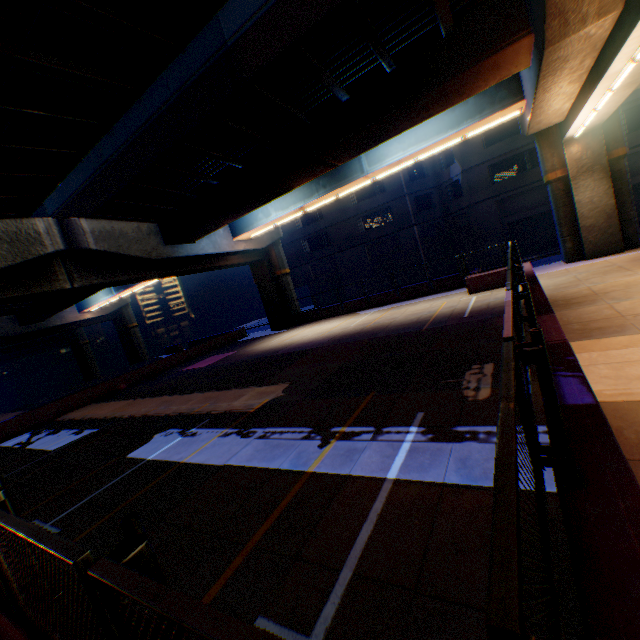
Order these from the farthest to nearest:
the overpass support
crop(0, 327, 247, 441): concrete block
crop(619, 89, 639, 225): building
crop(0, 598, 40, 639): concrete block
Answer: crop(619, 89, 639, 225): building
crop(0, 327, 247, 441): concrete block
the overpass support
crop(0, 598, 40, 639): concrete block

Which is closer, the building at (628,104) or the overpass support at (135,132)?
the overpass support at (135,132)

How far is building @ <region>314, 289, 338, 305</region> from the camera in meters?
42.8

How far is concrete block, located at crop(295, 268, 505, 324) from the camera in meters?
16.7 m

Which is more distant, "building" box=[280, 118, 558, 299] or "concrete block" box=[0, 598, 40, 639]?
"building" box=[280, 118, 558, 299]

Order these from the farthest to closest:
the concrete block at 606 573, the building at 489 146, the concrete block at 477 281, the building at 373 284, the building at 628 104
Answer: the building at 373 284
the building at 489 146
the building at 628 104
the concrete block at 477 281
the concrete block at 606 573

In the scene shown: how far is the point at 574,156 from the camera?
16.0 meters
